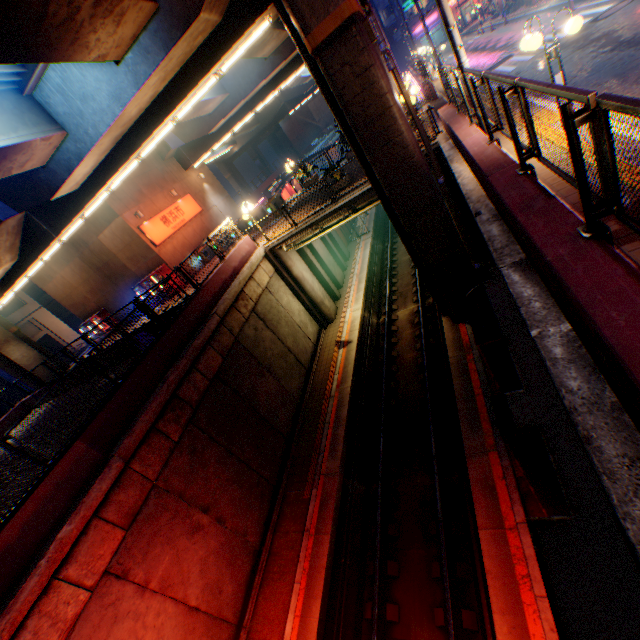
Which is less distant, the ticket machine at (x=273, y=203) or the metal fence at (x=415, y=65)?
the metal fence at (x=415, y=65)

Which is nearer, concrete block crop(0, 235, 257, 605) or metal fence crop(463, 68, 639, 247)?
metal fence crop(463, 68, 639, 247)

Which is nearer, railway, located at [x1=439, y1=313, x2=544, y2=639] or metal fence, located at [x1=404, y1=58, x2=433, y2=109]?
railway, located at [x1=439, y1=313, x2=544, y2=639]

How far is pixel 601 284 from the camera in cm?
280

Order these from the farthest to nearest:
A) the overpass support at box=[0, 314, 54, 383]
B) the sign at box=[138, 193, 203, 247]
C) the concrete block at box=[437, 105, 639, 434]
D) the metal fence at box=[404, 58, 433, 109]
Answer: the overpass support at box=[0, 314, 54, 383] < the sign at box=[138, 193, 203, 247] < the metal fence at box=[404, 58, 433, 109] < the concrete block at box=[437, 105, 639, 434]

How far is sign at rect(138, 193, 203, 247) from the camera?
21.62m

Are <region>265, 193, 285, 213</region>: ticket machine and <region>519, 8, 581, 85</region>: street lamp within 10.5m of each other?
no

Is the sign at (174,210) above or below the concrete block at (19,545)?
above
